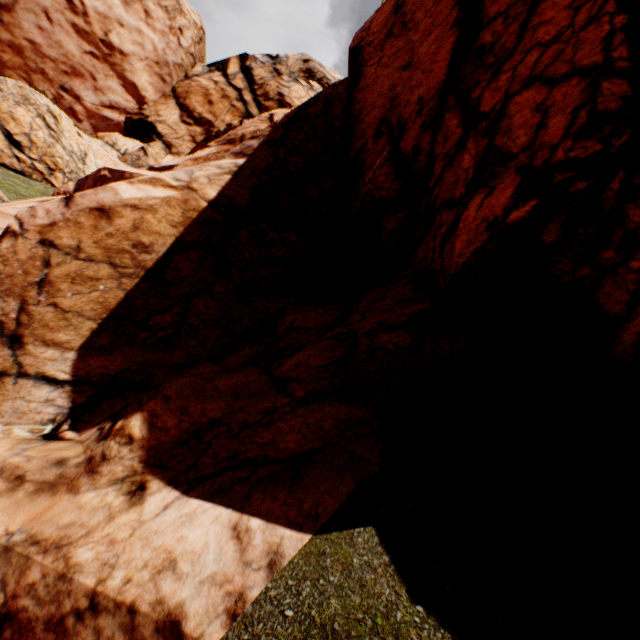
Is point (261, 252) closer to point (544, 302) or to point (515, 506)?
point (544, 302)
